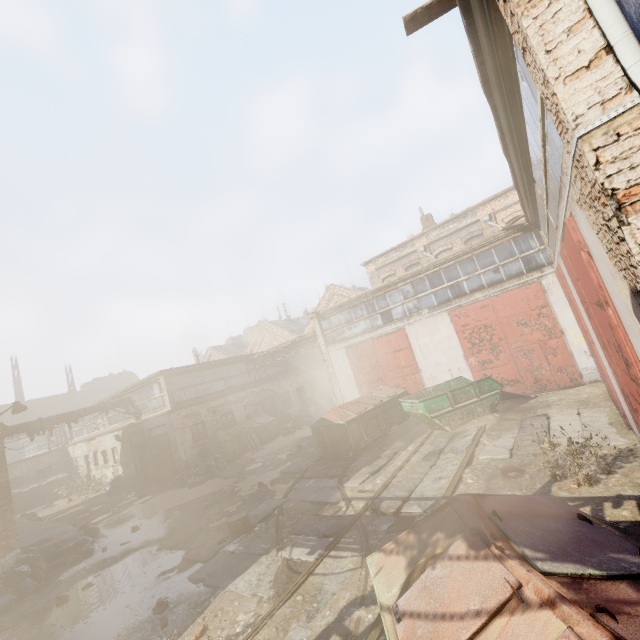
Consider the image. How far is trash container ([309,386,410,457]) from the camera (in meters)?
12.41

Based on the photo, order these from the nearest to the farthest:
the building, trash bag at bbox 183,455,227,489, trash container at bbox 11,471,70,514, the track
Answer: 1. the track
2. the building
3. trash bag at bbox 183,455,227,489
4. trash container at bbox 11,471,70,514

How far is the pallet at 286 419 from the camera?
21.44m

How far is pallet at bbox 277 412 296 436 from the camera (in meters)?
21.44

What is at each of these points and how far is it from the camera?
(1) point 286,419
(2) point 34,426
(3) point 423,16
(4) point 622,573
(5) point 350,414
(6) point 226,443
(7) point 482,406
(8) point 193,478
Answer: (1) pallet, 23.1m
(2) pipe, 17.9m
(3) pallet, 3.6m
(4) trash container, 2.3m
(5) trash container, 12.9m
(6) trash container, 18.4m
(7) container, 11.8m
(8) trash bag, 15.6m

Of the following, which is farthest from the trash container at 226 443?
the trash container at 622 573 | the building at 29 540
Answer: the trash container at 622 573

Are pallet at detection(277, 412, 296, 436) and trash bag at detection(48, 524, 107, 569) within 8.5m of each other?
no

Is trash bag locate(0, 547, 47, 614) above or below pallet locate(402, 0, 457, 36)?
below
